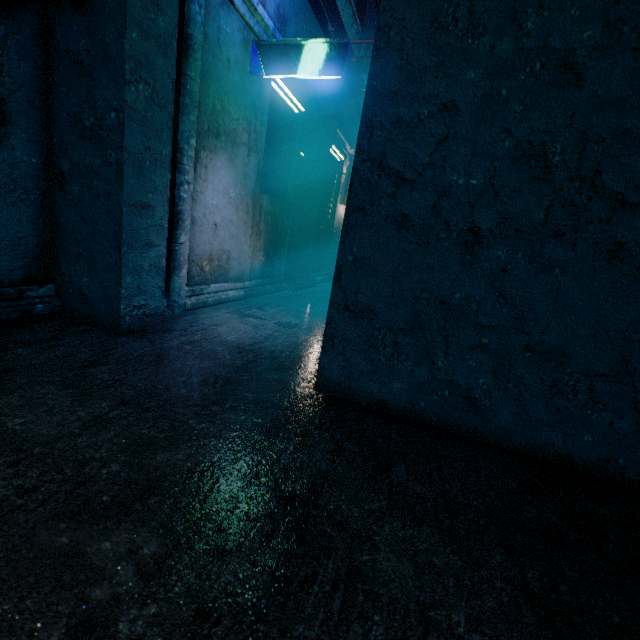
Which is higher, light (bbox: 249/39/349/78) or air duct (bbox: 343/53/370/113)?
air duct (bbox: 343/53/370/113)

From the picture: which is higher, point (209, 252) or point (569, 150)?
point (569, 150)

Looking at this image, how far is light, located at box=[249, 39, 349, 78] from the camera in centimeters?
303cm

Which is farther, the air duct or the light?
the air duct

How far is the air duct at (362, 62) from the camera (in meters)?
6.51

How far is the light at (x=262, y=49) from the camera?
3.0m

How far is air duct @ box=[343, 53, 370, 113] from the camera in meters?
6.5
